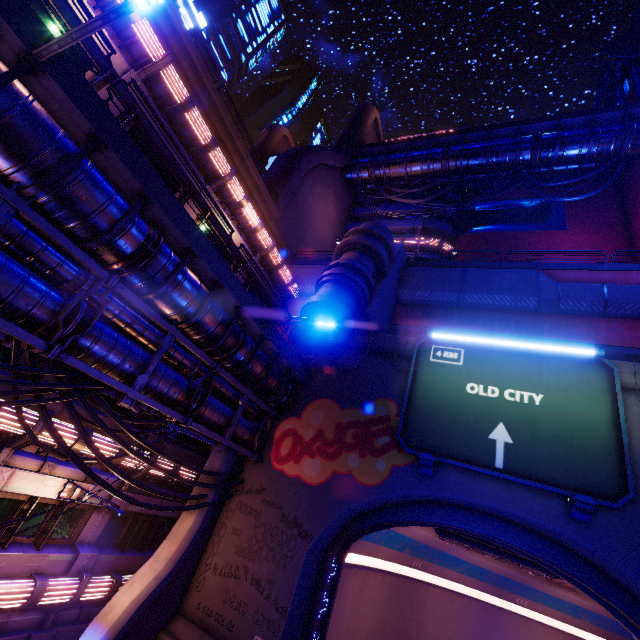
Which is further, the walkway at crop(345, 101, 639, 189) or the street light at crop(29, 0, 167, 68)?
the walkway at crop(345, 101, 639, 189)

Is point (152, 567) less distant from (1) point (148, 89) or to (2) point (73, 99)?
(2) point (73, 99)

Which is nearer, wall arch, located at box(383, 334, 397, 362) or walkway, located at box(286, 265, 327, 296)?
wall arch, located at box(383, 334, 397, 362)

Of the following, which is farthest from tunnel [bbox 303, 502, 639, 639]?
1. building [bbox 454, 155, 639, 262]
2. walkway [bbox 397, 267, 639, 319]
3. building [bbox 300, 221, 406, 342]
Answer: walkway [bbox 397, 267, 639, 319]

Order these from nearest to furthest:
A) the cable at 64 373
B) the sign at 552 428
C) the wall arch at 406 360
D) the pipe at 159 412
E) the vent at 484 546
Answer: the pipe at 159 412
the cable at 64 373
the sign at 552 428
the vent at 484 546
the wall arch at 406 360

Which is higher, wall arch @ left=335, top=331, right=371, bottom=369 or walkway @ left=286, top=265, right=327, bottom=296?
walkway @ left=286, top=265, right=327, bottom=296

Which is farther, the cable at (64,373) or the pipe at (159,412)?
the cable at (64,373)

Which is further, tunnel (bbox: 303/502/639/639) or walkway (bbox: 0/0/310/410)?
tunnel (bbox: 303/502/639/639)
